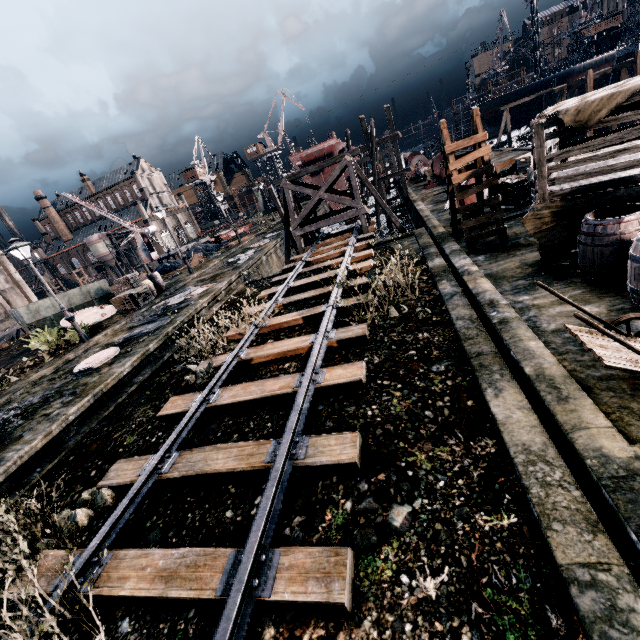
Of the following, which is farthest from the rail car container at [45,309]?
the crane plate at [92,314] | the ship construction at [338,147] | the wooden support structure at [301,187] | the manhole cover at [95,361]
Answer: the ship construction at [338,147]

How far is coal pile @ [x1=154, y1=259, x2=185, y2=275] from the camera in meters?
34.2

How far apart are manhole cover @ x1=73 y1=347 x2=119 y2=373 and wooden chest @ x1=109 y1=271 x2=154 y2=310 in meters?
8.2 m

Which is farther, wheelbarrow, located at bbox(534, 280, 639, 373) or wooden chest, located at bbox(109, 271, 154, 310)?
wooden chest, located at bbox(109, 271, 154, 310)

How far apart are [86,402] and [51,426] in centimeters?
111cm

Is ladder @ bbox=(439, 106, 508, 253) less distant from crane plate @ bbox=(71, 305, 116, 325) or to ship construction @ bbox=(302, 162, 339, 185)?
crane plate @ bbox=(71, 305, 116, 325)

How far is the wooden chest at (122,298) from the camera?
21.7m

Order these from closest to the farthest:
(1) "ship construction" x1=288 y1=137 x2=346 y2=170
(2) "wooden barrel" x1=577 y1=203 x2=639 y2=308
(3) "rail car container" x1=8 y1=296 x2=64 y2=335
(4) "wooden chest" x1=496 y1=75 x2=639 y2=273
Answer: (2) "wooden barrel" x1=577 y1=203 x2=639 y2=308 → (4) "wooden chest" x1=496 y1=75 x2=639 y2=273 → (3) "rail car container" x1=8 y1=296 x2=64 y2=335 → (1) "ship construction" x1=288 y1=137 x2=346 y2=170
